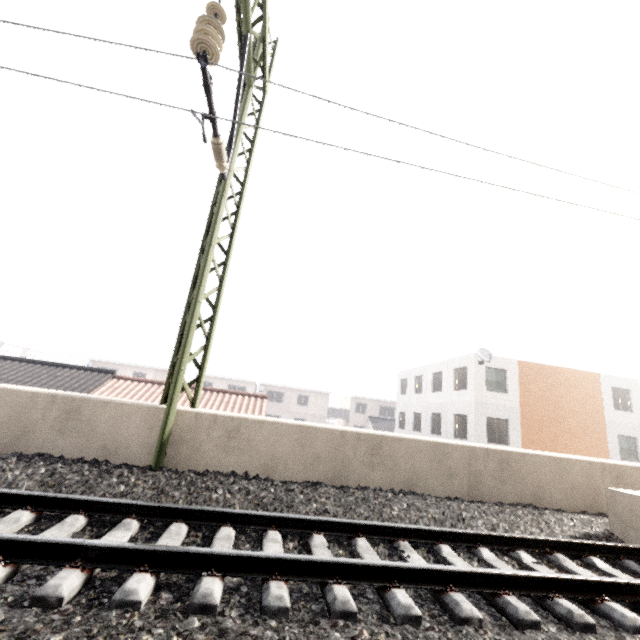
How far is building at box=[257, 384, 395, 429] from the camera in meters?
41.8 m

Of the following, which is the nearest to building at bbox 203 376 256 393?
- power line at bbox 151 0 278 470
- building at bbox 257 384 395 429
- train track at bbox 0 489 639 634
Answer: building at bbox 257 384 395 429

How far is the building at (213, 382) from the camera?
40.3 meters

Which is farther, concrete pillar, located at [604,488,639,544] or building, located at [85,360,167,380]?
building, located at [85,360,167,380]

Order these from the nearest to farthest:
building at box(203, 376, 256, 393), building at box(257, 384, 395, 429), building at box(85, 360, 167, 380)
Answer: building at box(85, 360, 167, 380), building at box(203, 376, 256, 393), building at box(257, 384, 395, 429)

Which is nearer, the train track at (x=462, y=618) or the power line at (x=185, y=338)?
the train track at (x=462, y=618)

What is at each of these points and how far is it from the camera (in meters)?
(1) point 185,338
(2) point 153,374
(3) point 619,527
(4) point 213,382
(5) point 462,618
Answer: (1) power line, 5.48
(2) building, 39.44
(3) concrete pillar, 4.90
(4) building, 40.34
(5) train track, 2.44

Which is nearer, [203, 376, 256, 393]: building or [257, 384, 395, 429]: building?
[203, 376, 256, 393]: building
